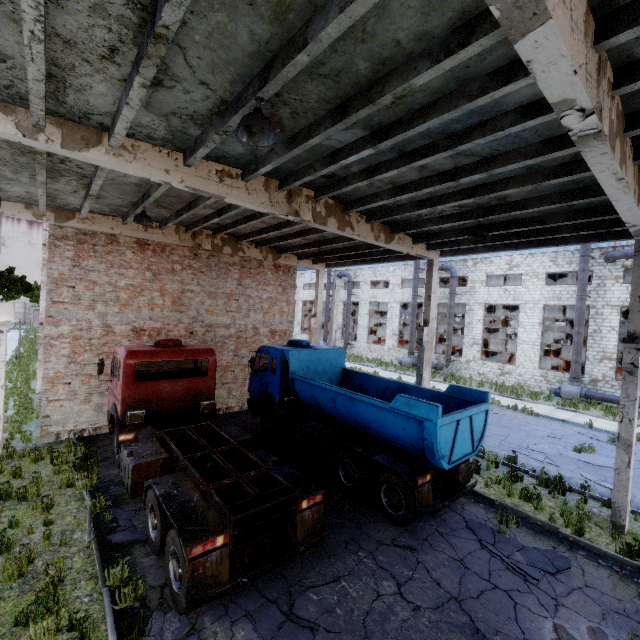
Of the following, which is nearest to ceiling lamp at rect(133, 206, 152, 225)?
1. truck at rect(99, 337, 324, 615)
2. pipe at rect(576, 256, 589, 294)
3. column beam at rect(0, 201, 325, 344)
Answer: column beam at rect(0, 201, 325, 344)

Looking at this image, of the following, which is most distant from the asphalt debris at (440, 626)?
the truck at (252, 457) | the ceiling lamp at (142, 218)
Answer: the ceiling lamp at (142, 218)

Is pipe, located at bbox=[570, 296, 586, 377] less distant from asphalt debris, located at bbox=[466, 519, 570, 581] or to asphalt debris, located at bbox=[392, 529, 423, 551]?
asphalt debris, located at bbox=[466, 519, 570, 581]

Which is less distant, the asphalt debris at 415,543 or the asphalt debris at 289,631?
the asphalt debris at 289,631

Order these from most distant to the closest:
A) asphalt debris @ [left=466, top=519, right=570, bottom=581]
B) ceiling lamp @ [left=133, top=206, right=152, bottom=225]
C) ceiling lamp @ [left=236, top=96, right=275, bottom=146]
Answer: ceiling lamp @ [left=133, top=206, right=152, bottom=225], asphalt debris @ [left=466, top=519, right=570, bottom=581], ceiling lamp @ [left=236, top=96, right=275, bottom=146]

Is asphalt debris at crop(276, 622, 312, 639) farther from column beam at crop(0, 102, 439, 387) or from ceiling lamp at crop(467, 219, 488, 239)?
ceiling lamp at crop(467, 219, 488, 239)

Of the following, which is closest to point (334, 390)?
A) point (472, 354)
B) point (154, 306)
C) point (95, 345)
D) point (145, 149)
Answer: point (145, 149)

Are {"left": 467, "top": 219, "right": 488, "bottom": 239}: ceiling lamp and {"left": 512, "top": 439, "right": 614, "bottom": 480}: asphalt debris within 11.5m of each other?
yes
